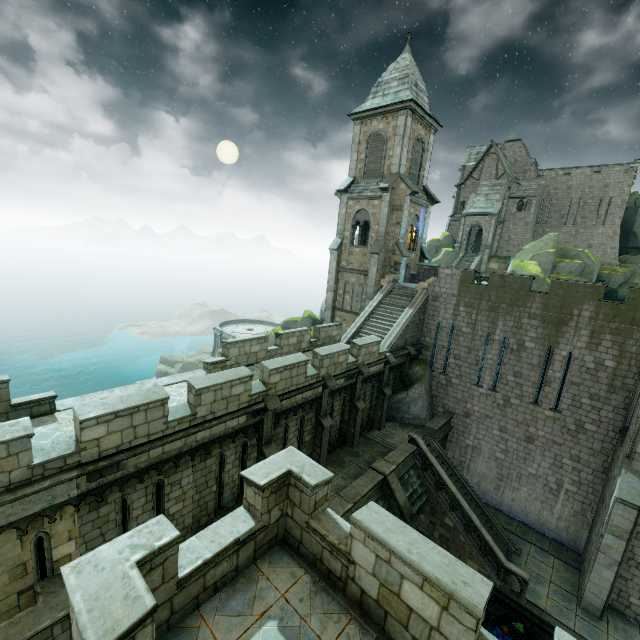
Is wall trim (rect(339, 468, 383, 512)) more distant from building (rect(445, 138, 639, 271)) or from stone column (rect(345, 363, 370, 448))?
building (rect(445, 138, 639, 271))

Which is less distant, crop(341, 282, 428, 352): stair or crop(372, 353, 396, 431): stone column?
crop(372, 353, 396, 431): stone column

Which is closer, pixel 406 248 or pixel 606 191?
pixel 406 248

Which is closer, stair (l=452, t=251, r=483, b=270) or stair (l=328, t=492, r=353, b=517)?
stair (l=328, t=492, r=353, b=517)

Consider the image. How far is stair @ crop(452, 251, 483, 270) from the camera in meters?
45.4

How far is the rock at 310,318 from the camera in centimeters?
3712cm

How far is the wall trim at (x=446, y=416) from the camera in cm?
1977

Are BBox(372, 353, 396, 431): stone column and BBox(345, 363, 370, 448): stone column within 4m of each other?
yes
